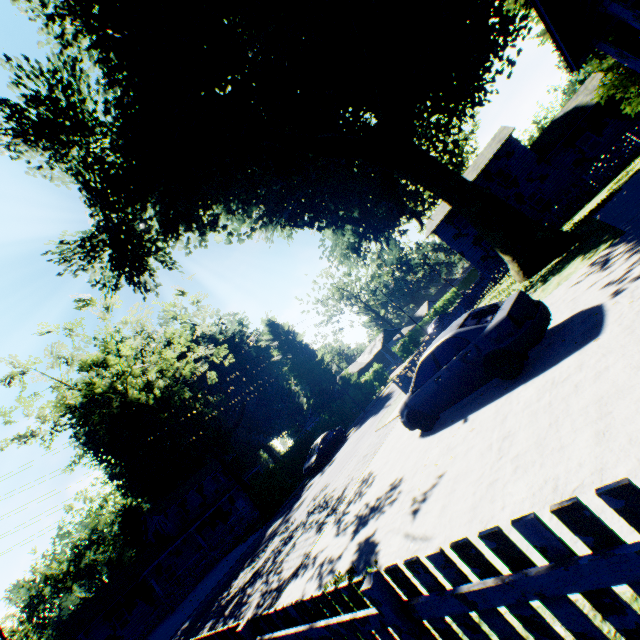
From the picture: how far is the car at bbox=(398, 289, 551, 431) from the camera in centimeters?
Answer: 663cm

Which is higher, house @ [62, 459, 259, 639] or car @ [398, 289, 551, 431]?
house @ [62, 459, 259, 639]

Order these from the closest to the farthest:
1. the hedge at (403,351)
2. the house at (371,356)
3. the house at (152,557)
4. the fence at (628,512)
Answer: the fence at (628,512) < the house at (152,557) < the hedge at (403,351) < the house at (371,356)

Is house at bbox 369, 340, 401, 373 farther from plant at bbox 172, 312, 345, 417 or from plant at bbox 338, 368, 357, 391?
plant at bbox 172, 312, 345, 417

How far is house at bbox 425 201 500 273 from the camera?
31.59m

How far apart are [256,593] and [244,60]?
22.0 meters

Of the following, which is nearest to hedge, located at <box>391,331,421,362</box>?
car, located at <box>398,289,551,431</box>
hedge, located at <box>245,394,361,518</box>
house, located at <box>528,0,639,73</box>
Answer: hedge, located at <box>245,394,361,518</box>

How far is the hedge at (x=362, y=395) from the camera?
37.1 meters
